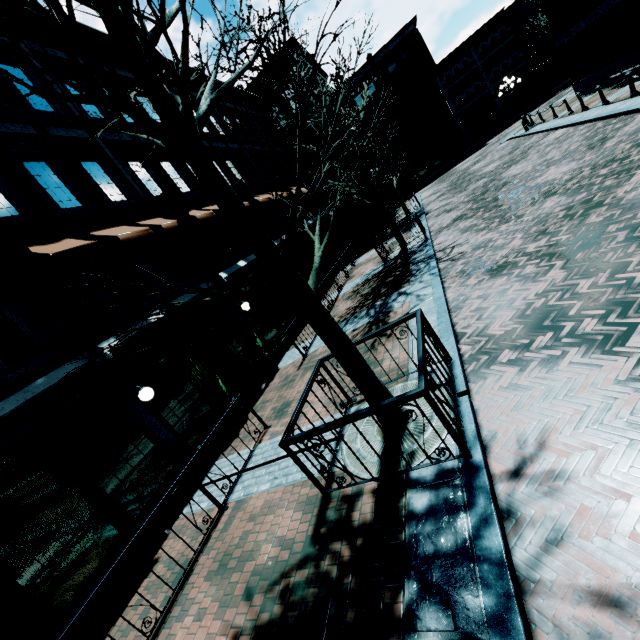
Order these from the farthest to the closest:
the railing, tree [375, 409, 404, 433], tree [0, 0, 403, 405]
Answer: tree [375, 409, 404, 433] < the railing < tree [0, 0, 403, 405]

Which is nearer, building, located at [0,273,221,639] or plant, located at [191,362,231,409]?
building, located at [0,273,221,639]

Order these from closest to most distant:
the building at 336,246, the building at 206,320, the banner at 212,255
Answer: the building at 206,320
the banner at 212,255
the building at 336,246

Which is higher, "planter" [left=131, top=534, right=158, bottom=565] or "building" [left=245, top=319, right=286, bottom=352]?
"building" [left=245, top=319, right=286, bottom=352]

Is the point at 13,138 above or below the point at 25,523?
above

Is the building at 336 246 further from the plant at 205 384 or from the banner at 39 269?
the plant at 205 384

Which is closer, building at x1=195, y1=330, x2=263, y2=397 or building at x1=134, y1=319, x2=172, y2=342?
building at x1=134, y1=319, x2=172, y2=342

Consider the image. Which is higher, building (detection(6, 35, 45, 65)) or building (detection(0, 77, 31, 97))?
building (detection(6, 35, 45, 65))
